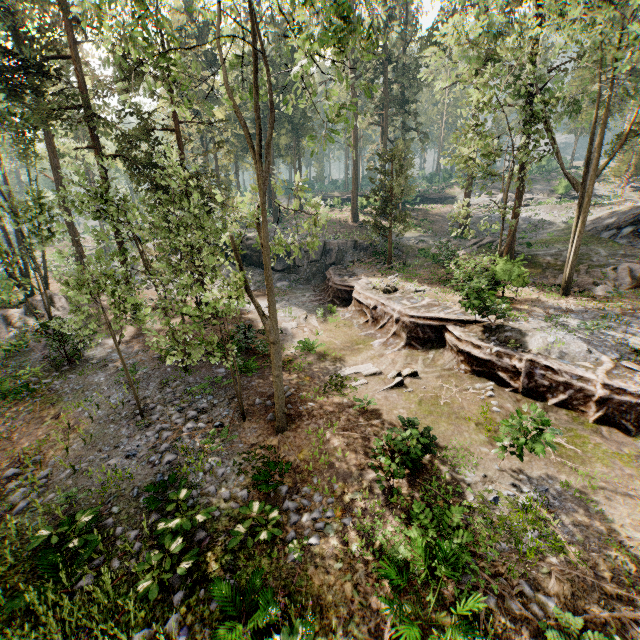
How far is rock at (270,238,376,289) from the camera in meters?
31.4

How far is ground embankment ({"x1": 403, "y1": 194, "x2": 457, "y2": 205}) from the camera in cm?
4651

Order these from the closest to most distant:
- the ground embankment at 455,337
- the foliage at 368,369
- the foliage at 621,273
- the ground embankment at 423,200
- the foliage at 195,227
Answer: the foliage at 195,227, the ground embankment at 455,337, the foliage at 368,369, the foliage at 621,273, the ground embankment at 423,200

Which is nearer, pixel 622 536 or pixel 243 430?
pixel 622 536

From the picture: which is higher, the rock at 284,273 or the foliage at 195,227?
the foliage at 195,227

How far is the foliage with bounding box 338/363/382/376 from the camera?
14.6 meters

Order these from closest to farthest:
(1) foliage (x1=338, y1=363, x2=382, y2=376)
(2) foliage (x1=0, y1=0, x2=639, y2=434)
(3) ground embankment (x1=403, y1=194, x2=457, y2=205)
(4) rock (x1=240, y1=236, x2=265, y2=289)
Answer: (2) foliage (x1=0, y1=0, x2=639, y2=434) → (1) foliage (x1=338, y1=363, x2=382, y2=376) → (4) rock (x1=240, y1=236, x2=265, y2=289) → (3) ground embankment (x1=403, y1=194, x2=457, y2=205)

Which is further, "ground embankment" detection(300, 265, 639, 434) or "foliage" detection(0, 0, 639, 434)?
"ground embankment" detection(300, 265, 639, 434)
